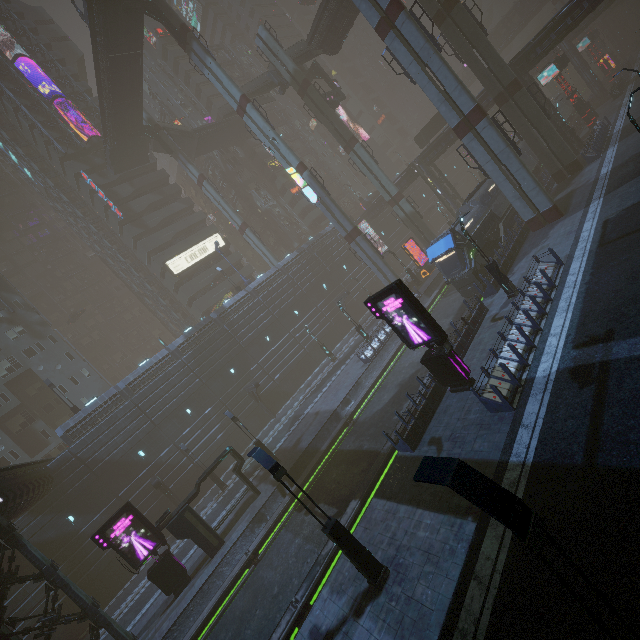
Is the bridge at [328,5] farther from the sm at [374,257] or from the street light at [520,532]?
the street light at [520,532]

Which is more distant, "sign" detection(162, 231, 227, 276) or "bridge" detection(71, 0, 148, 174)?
"sign" detection(162, 231, 227, 276)

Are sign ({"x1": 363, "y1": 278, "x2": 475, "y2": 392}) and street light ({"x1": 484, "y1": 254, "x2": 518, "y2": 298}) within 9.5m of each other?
yes

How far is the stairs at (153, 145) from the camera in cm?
4969

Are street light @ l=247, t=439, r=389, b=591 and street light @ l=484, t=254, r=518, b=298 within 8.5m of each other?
no

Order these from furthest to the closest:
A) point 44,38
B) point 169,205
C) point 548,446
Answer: point 169,205 < point 44,38 < point 548,446

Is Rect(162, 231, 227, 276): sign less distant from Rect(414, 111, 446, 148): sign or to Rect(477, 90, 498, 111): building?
Rect(477, 90, 498, 111): building

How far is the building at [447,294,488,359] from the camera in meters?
17.5 m
